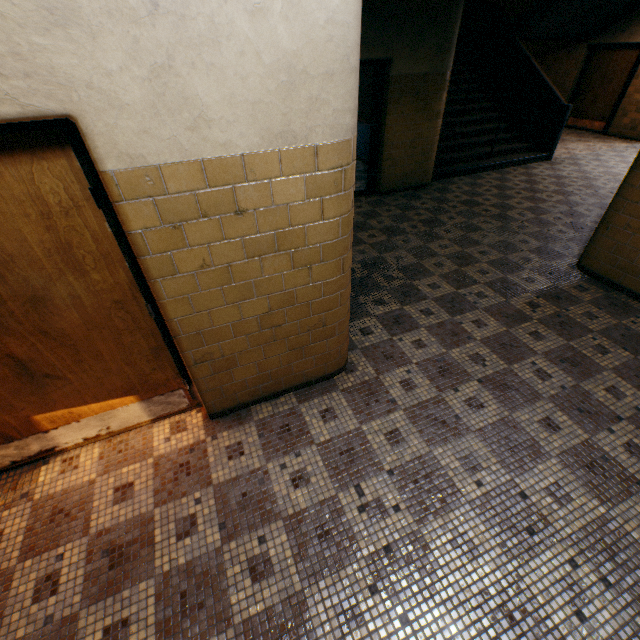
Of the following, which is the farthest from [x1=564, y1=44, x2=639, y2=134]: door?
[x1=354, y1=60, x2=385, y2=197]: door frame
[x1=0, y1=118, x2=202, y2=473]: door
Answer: [x1=0, y1=118, x2=202, y2=473]: door

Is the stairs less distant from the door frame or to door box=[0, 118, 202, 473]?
the door frame

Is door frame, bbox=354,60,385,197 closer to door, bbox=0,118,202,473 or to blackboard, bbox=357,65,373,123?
blackboard, bbox=357,65,373,123

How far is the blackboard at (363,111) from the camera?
7.3 meters

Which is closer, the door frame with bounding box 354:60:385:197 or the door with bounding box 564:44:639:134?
the door frame with bounding box 354:60:385:197

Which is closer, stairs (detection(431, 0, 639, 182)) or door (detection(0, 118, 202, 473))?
door (detection(0, 118, 202, 473))

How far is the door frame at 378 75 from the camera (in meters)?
5.42

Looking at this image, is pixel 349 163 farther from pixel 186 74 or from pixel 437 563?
pixel 437 563
